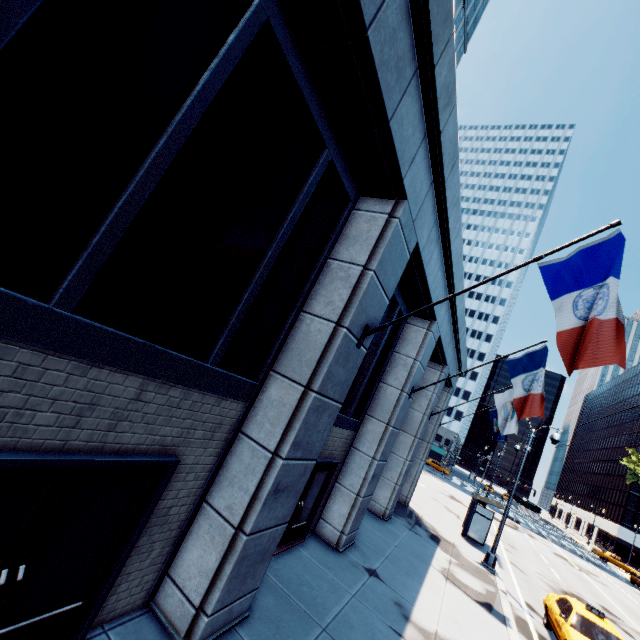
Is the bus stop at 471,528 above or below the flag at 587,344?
below

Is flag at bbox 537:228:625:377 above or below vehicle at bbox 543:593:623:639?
above

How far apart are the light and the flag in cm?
1477

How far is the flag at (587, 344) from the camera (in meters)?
4.45

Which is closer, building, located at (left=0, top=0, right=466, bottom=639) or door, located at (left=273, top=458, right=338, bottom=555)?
building, located at (left=0, top=0, right=466, bottom=639)

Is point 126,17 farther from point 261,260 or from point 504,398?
point 504,398

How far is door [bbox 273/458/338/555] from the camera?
8.1 meters

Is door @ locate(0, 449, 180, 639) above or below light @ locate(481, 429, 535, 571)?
above
